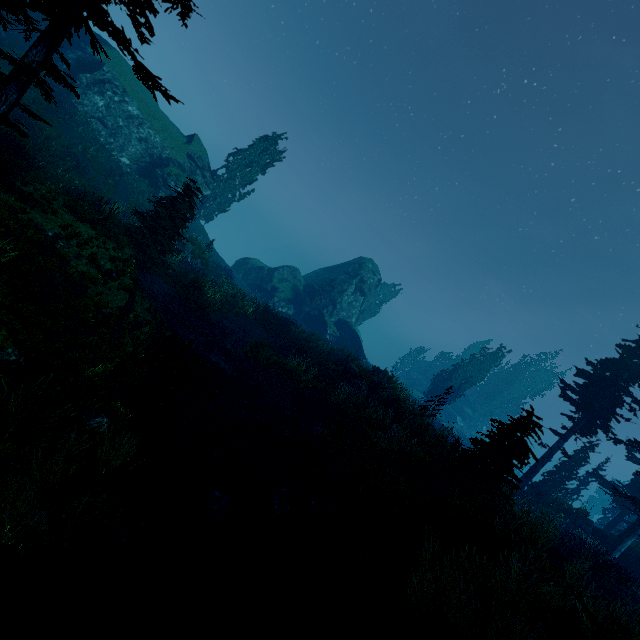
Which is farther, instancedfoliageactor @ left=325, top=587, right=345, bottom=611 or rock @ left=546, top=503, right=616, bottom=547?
rock @ left=546, top=503, right=616, bottom=547

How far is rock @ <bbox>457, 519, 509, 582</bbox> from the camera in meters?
6.9

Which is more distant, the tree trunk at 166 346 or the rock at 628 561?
the rock at 628 561

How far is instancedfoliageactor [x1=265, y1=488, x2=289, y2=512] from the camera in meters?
8.5

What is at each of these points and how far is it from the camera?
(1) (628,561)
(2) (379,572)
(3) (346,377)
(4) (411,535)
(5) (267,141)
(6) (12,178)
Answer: (1) rock, 21.2 meters
(2) instancedfoliageactor, 6.8 meters
(3) rock, 21.5 meters
(4) rock, 7.9 meters
(5) instancedfoliageactor, 34.7 meters
(6) rock, 10.9 meters

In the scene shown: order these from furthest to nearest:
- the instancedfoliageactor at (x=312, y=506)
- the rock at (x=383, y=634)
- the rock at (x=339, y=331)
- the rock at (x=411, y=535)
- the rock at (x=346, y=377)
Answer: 1. the rock at (x=339, y=331)
2. the rock at (x=346, y=377)
3. the instancedfoliageactor at (x=312, y=506)
4. the rock at (x=411, y=535)
5. the rock at (x=383, y=634)

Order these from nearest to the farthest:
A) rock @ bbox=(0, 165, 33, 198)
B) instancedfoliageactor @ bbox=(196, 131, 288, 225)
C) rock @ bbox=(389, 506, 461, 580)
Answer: rock @ bbox=(389, 506, 461, 580) → rock @ bbox=(0, 165, 33, 198) → instancedfoliageactor @ bbox=(196, 131, 288, 225)

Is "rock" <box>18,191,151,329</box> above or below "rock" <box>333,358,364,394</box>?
below
